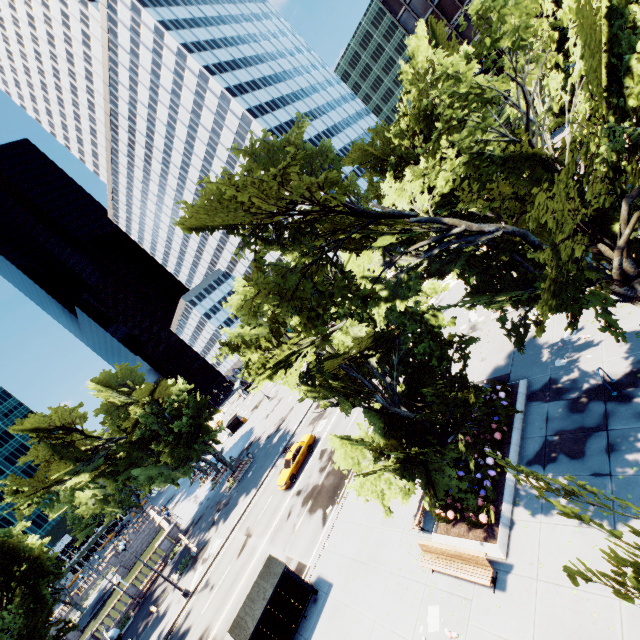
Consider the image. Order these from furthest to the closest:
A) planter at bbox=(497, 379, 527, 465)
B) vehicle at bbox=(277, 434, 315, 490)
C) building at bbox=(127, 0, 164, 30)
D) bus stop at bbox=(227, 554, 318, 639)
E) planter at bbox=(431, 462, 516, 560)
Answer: building at bbox=(127, 0, 164, 30) < vehicle at bbox=(277, 434, 315, 490) < bus stop at bbox=(227, 554, 318, 639) < planter at bbox=(497, 379, 527, 465) < planter at bbox=(431, 462, 516, 560)

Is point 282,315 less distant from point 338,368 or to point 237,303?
point 237,303

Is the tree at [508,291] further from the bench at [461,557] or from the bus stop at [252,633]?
the bus stop at [252,633]

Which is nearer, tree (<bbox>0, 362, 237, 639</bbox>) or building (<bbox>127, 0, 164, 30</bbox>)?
tree (<bbox>0, 362, 237, 639</bbox>)

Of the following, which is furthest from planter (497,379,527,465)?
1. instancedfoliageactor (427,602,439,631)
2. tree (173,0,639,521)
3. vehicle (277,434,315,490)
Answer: vehicle (277,434,315,490)

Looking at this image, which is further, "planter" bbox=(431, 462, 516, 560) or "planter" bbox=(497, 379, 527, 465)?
"planter" bbox=(497, 379, 527, 465)

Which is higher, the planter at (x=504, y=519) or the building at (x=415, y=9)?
the building at (x=415, y=9)

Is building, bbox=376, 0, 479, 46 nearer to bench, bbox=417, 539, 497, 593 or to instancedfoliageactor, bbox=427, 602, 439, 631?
bench, bbox=417, 539, 497, 593
